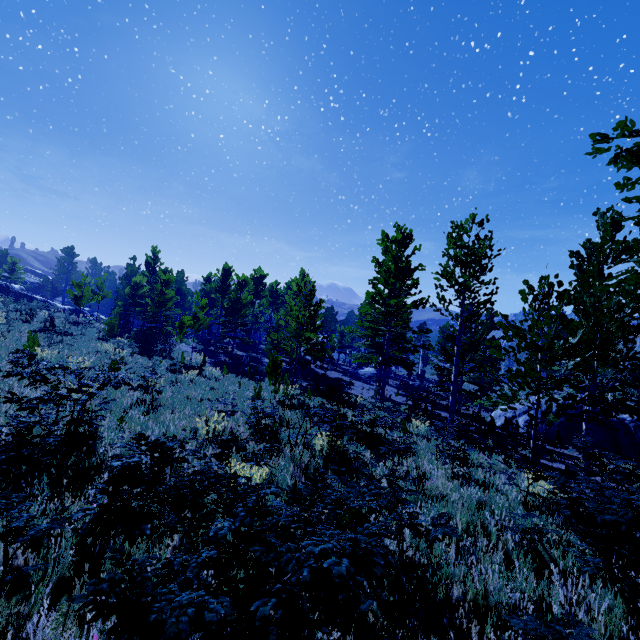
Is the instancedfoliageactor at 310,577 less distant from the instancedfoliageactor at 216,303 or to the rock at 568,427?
the instancedfoliageactor at 216,303

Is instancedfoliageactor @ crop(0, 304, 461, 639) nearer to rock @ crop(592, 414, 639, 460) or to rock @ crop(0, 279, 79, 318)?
rock @ crop(592, 414, 639, 460)

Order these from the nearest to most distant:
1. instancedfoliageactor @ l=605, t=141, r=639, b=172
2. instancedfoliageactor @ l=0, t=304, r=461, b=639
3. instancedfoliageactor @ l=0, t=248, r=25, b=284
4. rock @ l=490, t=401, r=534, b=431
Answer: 1. instancedfoliageactor @ l=0, t=304, r=461, b=639
2. instancedfoliageactor @ l=605, t=141, r=639, b=172
3. rock @ l=490, t=401, r=534, b=431
4. instancedfoliageactor @ l=0, t=248, r=25, b=284

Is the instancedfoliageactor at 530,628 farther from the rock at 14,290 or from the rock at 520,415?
the rock at 14,290

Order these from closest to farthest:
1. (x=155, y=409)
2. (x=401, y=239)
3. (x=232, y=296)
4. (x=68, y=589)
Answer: (x=68, y=589), (x=155, y=409), (x=401, y=239), (x=232, y=296)

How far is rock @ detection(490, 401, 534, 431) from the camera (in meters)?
22.98

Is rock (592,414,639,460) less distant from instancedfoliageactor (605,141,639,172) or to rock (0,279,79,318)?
instancedfoliageactor (605,141,639,172)

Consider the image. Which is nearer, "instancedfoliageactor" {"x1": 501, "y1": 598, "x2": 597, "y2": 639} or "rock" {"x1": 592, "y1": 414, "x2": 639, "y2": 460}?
"instancedfoliageactor" {"x1": 501, "y1": 598, "x2": 597, "y2": 639}
